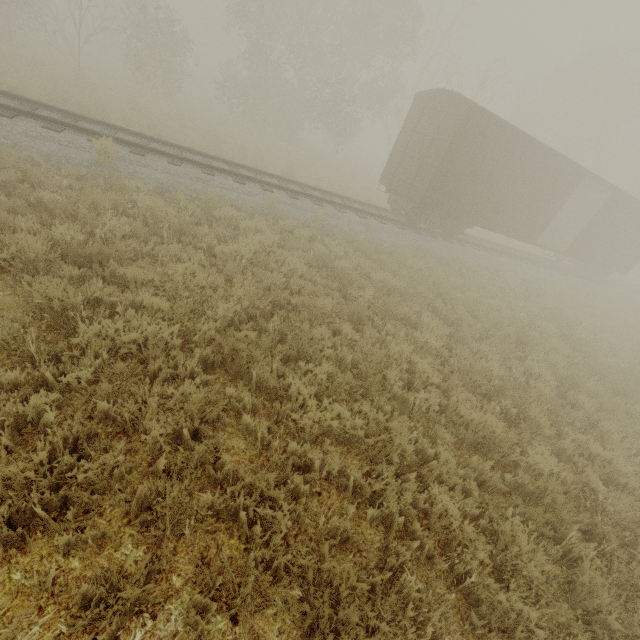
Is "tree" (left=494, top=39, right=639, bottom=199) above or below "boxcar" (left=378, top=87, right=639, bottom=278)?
above

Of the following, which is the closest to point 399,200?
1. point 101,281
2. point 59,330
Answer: point 101,281

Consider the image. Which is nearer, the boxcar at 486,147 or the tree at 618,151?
the boxcar at 486,147

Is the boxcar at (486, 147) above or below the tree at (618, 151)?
below

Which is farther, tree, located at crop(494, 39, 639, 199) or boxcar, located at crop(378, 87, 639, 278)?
tree, located at crop(494, 39, 639, 199)
